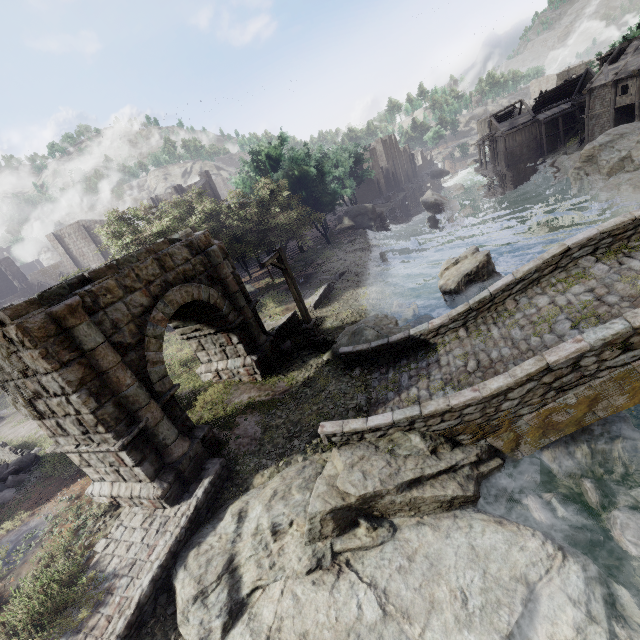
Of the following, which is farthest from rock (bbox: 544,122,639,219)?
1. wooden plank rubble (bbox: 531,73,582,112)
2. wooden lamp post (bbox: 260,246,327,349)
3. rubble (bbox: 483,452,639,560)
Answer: wooden lamp post (bbox: 260,246,327,349)

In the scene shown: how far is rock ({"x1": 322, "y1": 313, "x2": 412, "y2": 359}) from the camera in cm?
1240

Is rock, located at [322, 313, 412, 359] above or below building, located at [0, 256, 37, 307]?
below

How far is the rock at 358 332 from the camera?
12.40m

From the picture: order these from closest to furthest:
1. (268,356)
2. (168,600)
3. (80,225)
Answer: (168,600), (268,356), (80,225)

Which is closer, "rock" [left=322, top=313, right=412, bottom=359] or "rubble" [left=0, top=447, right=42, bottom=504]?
"rubble" [left=0, top=447, right=42, bottom=504]

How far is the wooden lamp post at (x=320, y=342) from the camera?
12.8m

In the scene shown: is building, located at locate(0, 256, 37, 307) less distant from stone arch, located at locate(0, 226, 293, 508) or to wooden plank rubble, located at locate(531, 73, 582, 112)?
wooden plank rubble, located at locate(531, 73, 582, 112)
